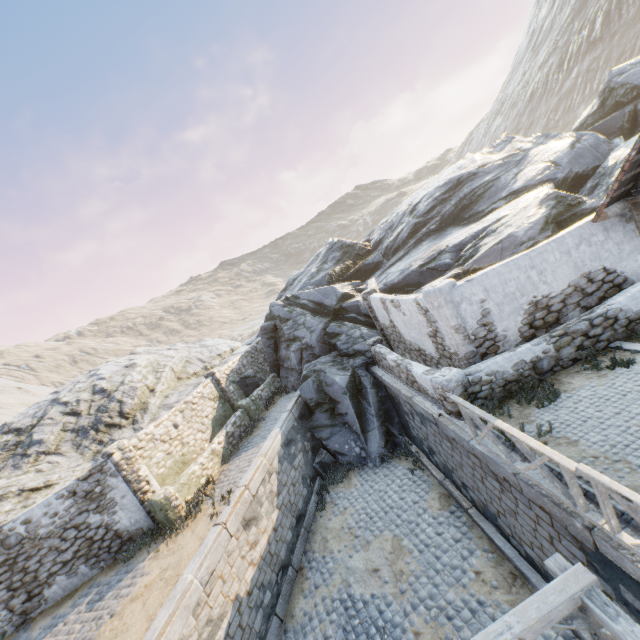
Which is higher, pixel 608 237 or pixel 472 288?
pixel 472 288

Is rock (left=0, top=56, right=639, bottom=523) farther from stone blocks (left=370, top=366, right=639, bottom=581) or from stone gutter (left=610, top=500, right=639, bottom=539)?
stone gutter (left=610, top=500, right=639, bottom=539)

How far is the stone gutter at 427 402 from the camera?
7.8m

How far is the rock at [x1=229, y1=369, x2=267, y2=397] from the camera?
17.6 meters

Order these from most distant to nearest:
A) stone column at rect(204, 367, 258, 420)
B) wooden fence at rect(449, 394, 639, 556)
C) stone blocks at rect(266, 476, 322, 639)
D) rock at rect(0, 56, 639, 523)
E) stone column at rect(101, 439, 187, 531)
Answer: stone column at rect(204, 367, 258, 420)
rock at rect(0, 56, 639, 523)
stone column at rect(101, 439, 187, 531)
stone blocks at rect(266, 476, 322, 639)
wooden fence at rect(449, 394, 639, 556)

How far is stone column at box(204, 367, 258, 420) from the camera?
15.8 meters

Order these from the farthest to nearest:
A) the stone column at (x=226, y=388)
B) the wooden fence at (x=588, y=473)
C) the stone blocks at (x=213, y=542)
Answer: the stone column at (x=226, y=388) → the stone blocks at (x=213, y=542) → the wooden fence at (x=588, y=473)

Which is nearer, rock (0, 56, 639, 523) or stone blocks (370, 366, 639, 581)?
stone blocks (370, 366, 639, 581)
